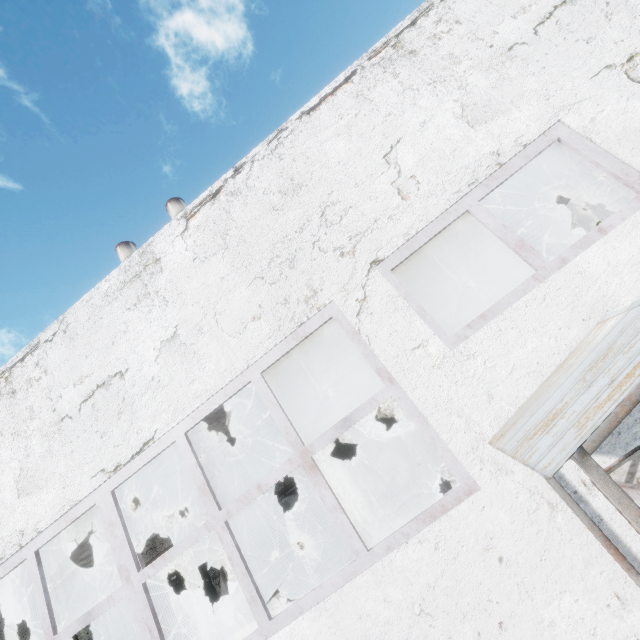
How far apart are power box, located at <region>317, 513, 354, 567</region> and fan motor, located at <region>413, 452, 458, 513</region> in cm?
208

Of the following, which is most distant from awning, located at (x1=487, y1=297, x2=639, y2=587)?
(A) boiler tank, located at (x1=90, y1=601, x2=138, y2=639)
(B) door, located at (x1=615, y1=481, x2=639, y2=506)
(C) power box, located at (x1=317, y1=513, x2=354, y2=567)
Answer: (A) boiler tank, located at (x1=90, y1=601, x2=138, y2=639)

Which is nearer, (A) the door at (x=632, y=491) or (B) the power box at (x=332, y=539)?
(A) the door at (x=632, y=491)

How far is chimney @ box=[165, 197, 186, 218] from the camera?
31.84m

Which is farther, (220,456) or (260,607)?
(220,456)

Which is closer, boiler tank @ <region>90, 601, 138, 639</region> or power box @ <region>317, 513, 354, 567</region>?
power box @ <region>317, 513, 354, 567</region>

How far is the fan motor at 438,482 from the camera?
8.9m

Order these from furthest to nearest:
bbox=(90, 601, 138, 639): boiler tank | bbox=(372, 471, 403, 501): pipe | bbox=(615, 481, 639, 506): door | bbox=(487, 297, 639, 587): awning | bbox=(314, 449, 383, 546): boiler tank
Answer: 1. bbox=(372, 471, 403, 501): pipe
2. bbox=(314, 449, 383, 546): boiler tank
3. bbox=(90, 601, 138, 639): boiler tank
4. bbox=(615, 481, 639, 506): door
5. bbox=(487, 297, 639, 587): awning
